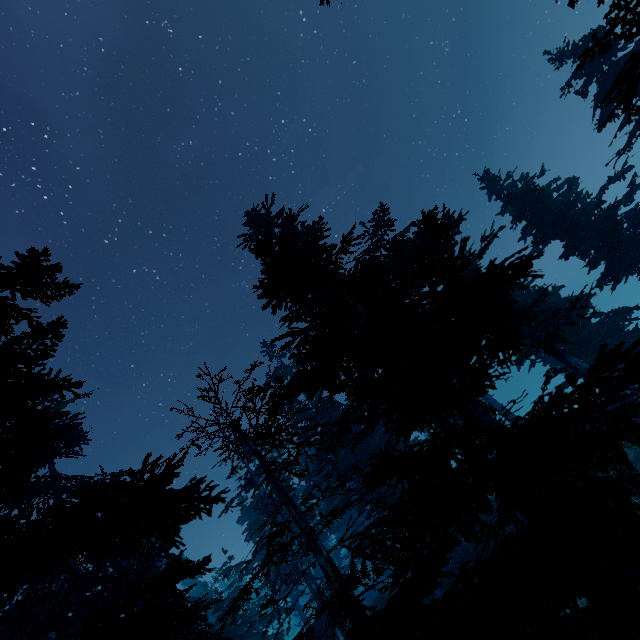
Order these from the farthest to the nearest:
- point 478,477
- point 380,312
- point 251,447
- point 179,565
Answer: point 251,447, point 179,565, point 380,312, point 478,477

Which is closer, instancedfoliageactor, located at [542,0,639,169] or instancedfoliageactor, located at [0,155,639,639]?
instancedfoliageactor, located at [0,155,639,639]

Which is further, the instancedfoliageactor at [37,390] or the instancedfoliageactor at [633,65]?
the instancedfoliageactor at [633,65]
